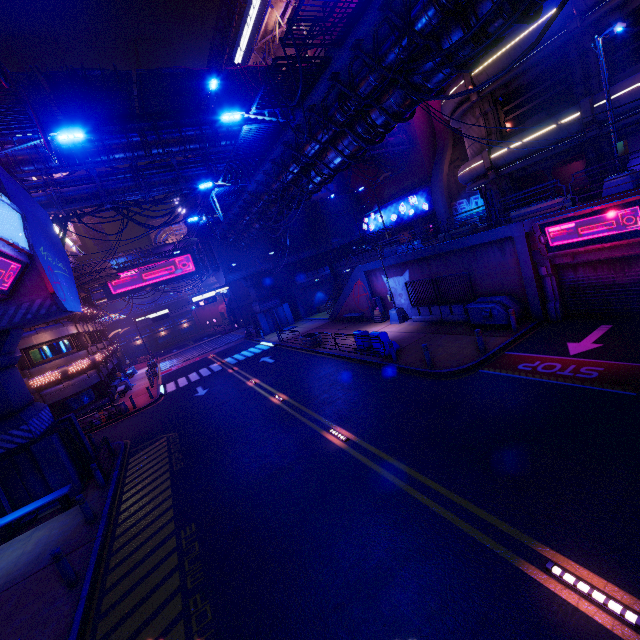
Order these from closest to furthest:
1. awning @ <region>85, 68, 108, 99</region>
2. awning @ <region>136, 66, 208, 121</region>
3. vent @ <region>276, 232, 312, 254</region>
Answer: awning @ <region>85, 68, 108, 99</region> → awning @ <region>136, 66, 208, 121</region> → vent @ <region>276, 232, 312, 254</region>

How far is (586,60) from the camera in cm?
1512

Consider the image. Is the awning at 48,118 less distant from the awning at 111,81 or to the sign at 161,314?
the awning at 111,81

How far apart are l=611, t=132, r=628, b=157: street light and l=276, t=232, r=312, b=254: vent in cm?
3058

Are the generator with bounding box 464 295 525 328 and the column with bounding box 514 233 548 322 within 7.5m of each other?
yes

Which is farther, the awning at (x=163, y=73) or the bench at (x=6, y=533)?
the awning at (x=163, y=73)

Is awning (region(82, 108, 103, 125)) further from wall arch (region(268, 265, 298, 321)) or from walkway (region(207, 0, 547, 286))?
wall arch (region(268, 265, 298, 321))

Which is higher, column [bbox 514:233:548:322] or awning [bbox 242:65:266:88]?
awning [bbox 242:65:266:88]
